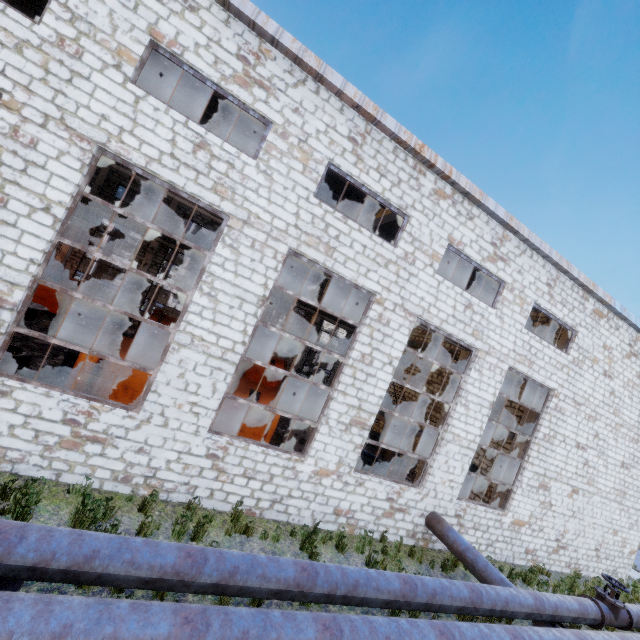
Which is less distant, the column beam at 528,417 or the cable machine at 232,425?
the cable machine at 232,425

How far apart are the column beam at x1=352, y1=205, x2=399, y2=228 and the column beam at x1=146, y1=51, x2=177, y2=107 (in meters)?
8.52

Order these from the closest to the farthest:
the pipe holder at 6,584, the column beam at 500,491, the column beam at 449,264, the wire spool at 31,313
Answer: the pipe holder at 6,584 < the column beam at 500,491 < the column beam at 449,264 < the wire spool at 31,313

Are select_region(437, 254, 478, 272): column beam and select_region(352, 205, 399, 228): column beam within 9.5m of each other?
yes

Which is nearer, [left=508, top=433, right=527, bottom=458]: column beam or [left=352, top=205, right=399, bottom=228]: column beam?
[left=352, top=205, right=399, bottom=228]: column beam

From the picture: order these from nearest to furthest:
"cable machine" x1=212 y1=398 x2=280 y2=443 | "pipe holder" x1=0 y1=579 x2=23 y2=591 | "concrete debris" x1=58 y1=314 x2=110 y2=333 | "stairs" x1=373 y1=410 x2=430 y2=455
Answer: Result: "pipe holder" x1=0 y1=579 x2=23 y2=591 < "cable machine" x1=212 y1=398 x2=280 y2=443 < "stairs" x1=373 y1=410 x2=430 y2=455 < "concrete debris" x1=58 y1=314 x2=110 y2=333

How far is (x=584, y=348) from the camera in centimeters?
1299cm

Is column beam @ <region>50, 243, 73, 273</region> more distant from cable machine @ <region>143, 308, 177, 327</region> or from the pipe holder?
the pipe holder
